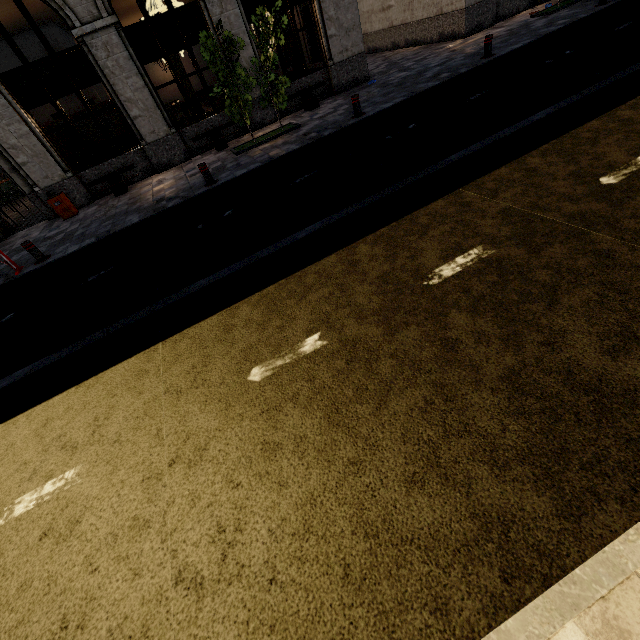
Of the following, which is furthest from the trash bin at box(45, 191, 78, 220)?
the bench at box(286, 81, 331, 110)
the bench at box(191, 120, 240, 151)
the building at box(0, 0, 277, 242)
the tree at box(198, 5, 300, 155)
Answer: the bench at box(286, 81, 331, 110)

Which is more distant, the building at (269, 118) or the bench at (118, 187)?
the building at (269, 118)

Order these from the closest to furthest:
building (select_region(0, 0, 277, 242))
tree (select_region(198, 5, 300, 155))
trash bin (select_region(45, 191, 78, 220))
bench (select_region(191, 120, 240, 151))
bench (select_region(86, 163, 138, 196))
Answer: tree (select_region(198, 5, 300, 155))
building (select_region(0, 0, 277, 242))
trash bin (select_region(45, 191, 78, 220))
bench (select_region(86, 163, 138, 196))
bench (select_region(191, 120, 240, 151))

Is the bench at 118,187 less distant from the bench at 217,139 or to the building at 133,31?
the building at 133,31

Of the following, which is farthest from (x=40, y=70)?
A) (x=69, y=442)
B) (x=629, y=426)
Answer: (x=629, y=426)

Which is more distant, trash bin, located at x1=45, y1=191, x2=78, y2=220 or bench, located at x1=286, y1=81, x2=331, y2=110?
bench, located at x1=286, y1=81, x2=331, y2=110

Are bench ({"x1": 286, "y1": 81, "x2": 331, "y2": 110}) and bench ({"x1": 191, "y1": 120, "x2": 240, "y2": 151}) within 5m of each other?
yes

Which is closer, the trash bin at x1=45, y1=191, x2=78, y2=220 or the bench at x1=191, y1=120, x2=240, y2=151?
the trash bin at x1=45, y1=191, x2=78, y2=220
